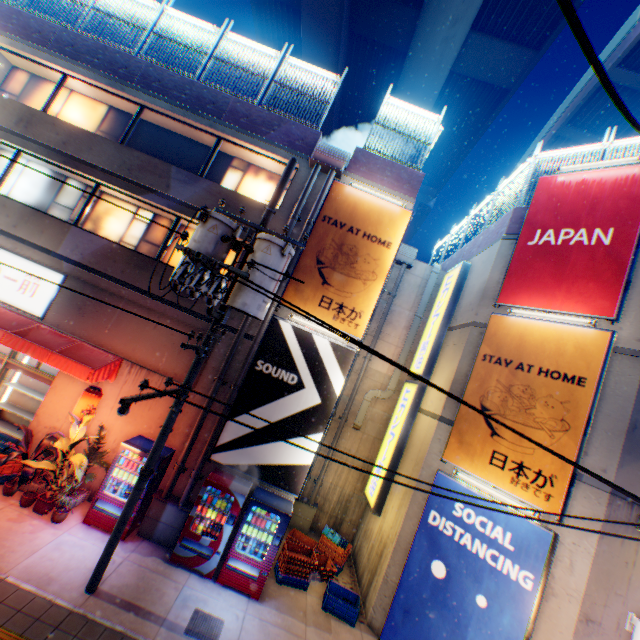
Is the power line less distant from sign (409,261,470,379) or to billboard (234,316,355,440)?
billboard (234,316,355,440)

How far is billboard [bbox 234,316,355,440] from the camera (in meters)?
8.99

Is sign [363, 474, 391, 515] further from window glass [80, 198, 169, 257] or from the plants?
the plants

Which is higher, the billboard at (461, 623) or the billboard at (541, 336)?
the billboard at (541, 336)

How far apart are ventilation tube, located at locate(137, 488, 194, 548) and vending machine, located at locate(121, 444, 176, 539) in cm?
7

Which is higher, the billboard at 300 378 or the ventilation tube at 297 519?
the billboard at 300 378

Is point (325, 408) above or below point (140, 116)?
below

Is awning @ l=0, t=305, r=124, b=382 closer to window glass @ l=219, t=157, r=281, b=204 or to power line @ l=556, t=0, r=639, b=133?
power line @ l=556, t=0, r=639, b=133
